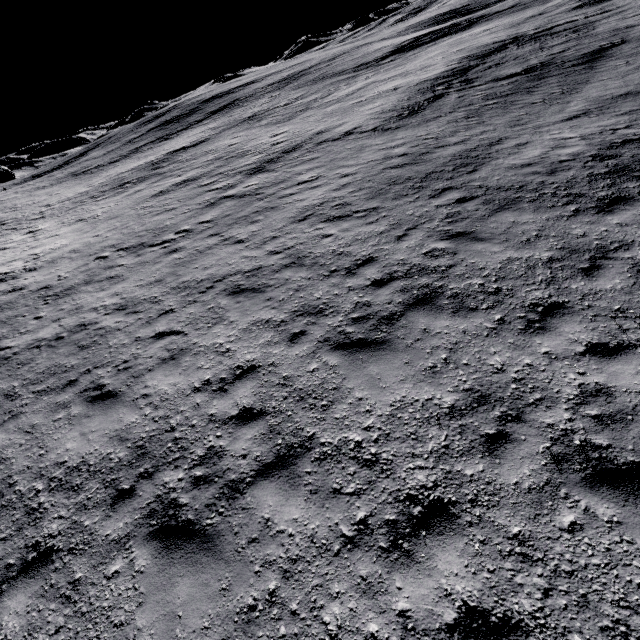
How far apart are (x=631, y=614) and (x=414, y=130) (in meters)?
17.04
